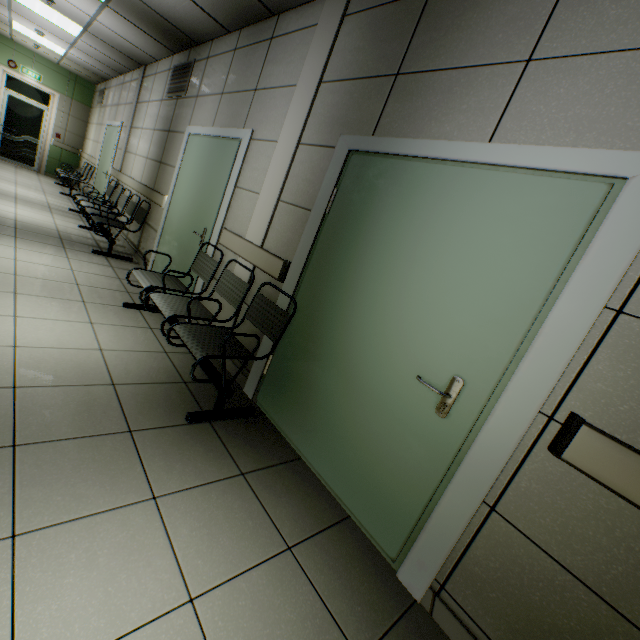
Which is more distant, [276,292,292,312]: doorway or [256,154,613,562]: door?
[276,292,292,312]: doorway

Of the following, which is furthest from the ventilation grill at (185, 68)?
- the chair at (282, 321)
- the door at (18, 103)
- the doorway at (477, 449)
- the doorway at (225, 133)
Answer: the door at (18, 103)

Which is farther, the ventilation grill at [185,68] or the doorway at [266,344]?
the ventilation grill at [185,68]

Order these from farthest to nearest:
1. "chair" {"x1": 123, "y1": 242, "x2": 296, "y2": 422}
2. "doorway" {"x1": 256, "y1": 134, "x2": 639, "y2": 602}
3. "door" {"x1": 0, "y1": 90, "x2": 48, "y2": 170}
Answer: "door" {"x1": 0, "y1": 90, "x2": 48, "y2": 170}, "chair" {"x1": 123, "y1": 242, "x2": 296, "y2": 422}, "doorway" {"x1": 256, "y1": 134, "x2": 639, "y2": 602}

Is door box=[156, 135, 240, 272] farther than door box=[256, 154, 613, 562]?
Yes

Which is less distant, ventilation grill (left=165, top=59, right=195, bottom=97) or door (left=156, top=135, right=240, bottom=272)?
door (left=156, top=135, right=240, bottom=272)

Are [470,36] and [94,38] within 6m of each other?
no

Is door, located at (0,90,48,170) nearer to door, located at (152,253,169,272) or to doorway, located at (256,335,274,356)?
door, located at (152,253,169,272)
